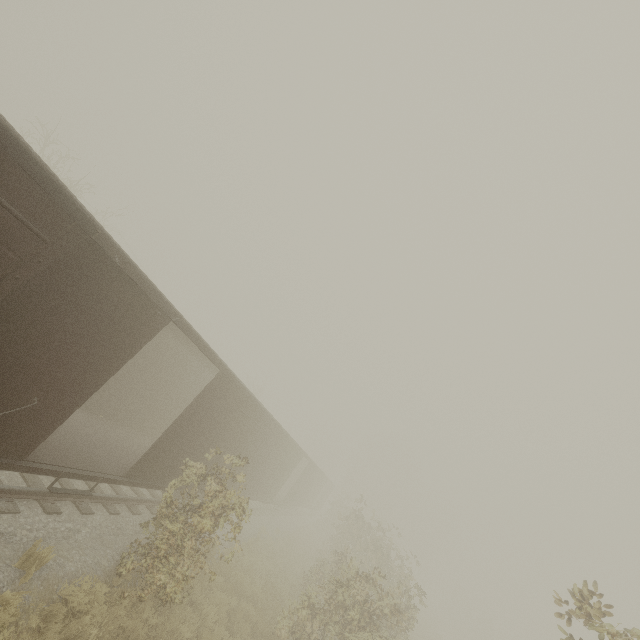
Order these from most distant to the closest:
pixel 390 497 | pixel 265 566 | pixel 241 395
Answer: pixel 390 497, pixel 265 566, pixel 241 395
